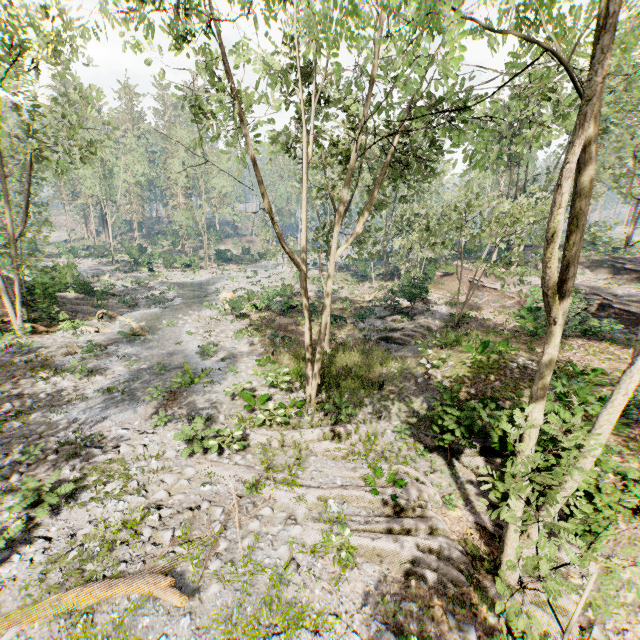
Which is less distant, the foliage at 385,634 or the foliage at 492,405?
the foliage at 385,634

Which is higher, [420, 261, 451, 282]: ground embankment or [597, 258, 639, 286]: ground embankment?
[597, 258, 639, 286]: ground embankment

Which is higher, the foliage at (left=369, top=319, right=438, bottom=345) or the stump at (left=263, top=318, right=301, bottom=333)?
the foliage at (left=369, top=319, right=438, bottom=345)

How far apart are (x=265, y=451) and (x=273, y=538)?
3.4m

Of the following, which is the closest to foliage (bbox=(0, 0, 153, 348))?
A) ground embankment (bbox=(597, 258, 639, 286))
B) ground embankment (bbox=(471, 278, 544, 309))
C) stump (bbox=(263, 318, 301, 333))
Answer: ground embankment (bbox=(597, 258, 639, 286))

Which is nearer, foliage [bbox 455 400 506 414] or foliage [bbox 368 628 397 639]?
foliage [bbox 368 628 397 639]
